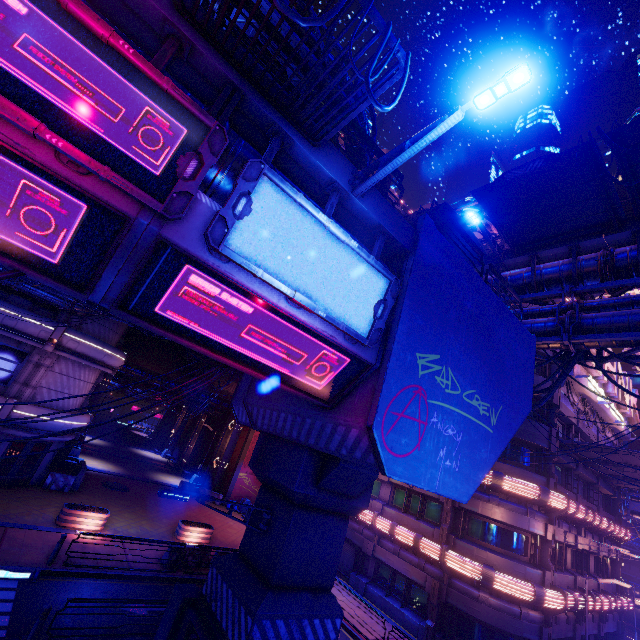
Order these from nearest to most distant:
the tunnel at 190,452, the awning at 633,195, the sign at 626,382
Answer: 1. the awning at 633,195
2. the sign at 626,382
3. the tunnel at 190,452

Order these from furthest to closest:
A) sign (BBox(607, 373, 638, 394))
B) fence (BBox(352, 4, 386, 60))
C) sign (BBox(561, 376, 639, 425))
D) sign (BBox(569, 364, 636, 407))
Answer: sign (BBox(607, 373, 638, 394)) → sign (BBox(561, 376, 639, 425)) → sign (BBox(569, 364, 636, 407)) → fence (BBox(352, 4, 386, 60))

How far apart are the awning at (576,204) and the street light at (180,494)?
14.0 meters

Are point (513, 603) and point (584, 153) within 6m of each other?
A: no

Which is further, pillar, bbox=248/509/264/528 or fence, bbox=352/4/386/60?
pillar, bbox=248/509/264/528

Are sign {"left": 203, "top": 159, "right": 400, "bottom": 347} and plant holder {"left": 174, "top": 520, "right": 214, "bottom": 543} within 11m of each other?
no

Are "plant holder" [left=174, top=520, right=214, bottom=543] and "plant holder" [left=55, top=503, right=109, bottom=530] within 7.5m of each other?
yes

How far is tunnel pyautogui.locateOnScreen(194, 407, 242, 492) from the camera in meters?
32.4
